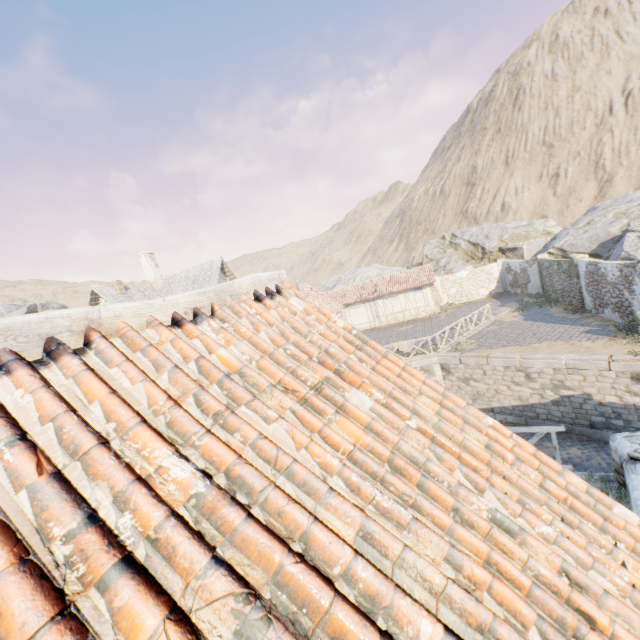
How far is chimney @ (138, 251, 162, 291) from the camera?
27.73m

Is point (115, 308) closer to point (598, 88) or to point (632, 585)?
point (632, 585)

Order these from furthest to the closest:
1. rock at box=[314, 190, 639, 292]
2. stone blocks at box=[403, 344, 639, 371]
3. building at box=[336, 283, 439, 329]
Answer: building at box=[336, 283, 439, 329]
rock at box=[314, 190, 639, 292]
stone blocks at box=[403, 344, 639, 371]

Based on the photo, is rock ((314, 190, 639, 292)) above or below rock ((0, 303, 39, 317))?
below

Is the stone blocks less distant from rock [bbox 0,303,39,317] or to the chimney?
rock [bbox 0,303,39,317]

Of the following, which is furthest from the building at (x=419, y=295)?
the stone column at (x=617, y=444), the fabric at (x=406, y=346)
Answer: the stone column at (x=617, y=444)

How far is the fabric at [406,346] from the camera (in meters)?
18.42

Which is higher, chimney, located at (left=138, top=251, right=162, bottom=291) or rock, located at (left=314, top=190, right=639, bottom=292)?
chimney, located at (left=138, top=251, right=162, bottom=291)
